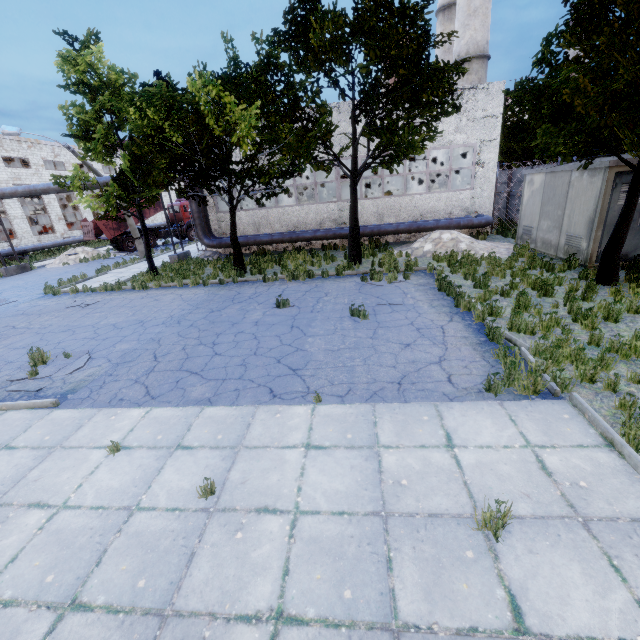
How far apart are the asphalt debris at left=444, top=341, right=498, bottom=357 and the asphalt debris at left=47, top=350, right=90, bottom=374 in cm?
819

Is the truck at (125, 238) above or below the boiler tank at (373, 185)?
below

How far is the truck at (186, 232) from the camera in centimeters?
3053cm

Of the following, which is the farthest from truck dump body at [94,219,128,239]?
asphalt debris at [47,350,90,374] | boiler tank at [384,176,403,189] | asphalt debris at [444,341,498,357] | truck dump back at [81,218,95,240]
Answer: asphalt debris at [444,341,498,357]

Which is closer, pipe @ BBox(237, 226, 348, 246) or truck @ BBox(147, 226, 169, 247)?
pipe @ BBox(237, 226, 348, 246)

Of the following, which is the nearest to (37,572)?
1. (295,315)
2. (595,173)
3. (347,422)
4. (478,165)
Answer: (347,422)

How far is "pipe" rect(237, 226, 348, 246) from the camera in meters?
18.7 m

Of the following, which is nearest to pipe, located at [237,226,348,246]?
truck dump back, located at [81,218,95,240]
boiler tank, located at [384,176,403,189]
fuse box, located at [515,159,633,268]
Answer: fuse box, located at [515,159,633,268]
